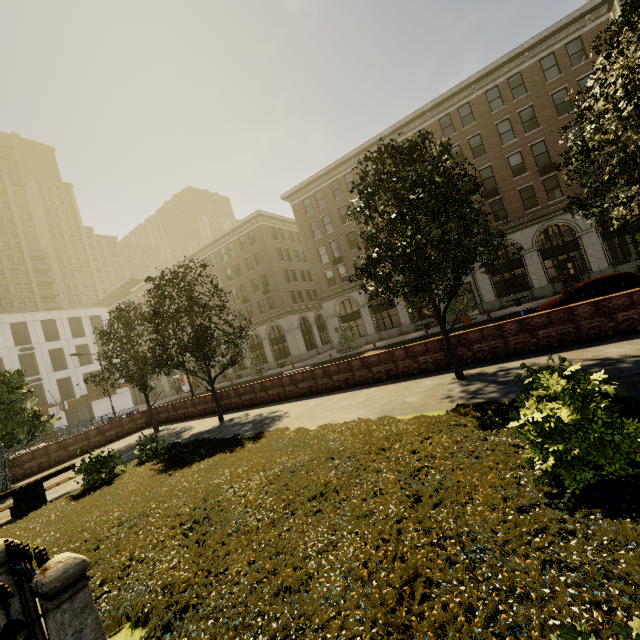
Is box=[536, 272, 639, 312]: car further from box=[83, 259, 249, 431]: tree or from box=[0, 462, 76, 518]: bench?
box=[0, 462, 76, 518]: bench

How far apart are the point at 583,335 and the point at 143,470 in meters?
14.6 m

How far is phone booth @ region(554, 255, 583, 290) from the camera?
24.81m

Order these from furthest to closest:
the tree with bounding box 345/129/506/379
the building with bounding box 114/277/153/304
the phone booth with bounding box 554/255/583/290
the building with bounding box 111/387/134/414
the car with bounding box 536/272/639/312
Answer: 1. the building with bounding box 114/277/153/304
2. the building with bounding box 111/387/134/414
3. the phone booth with bounding box 554/255/583/290
4. the car with bounding box 536/272/639/312
5. the tree with bounding box 345/129/506/379

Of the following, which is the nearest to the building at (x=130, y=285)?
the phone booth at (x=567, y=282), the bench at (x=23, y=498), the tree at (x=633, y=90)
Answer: the tree at (x=633, y=90)

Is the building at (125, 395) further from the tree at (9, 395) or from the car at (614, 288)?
the car at (614, 288)

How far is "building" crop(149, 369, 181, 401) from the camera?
54.8m

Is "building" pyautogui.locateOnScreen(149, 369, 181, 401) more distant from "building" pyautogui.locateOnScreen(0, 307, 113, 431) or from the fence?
the fence
